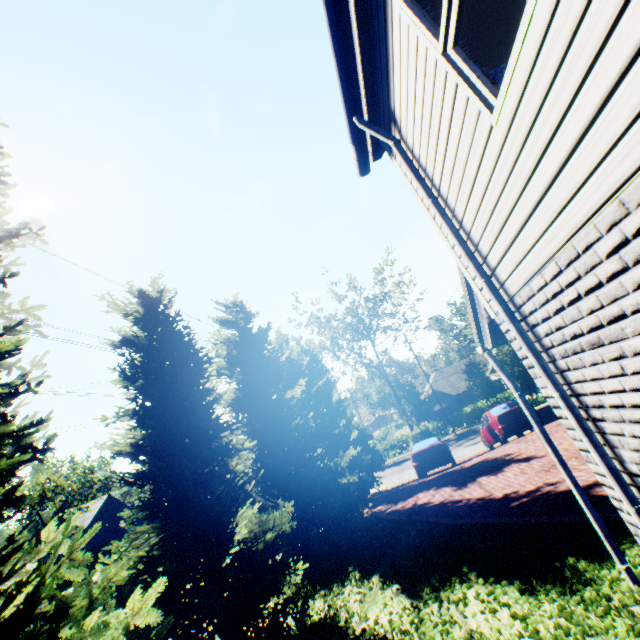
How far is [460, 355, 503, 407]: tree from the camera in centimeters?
3312cm

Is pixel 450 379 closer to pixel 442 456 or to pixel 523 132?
pixel 442 456

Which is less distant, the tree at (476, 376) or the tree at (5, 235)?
the tree at (5, 235)

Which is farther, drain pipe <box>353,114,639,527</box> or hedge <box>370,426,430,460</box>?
hedge <box>370,426,430,460</box>

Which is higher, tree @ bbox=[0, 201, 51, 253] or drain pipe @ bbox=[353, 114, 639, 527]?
tree @ bbox=[0, 201, 51, 253]

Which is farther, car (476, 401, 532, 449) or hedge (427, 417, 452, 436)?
hedge (427, 417, 452, 436)

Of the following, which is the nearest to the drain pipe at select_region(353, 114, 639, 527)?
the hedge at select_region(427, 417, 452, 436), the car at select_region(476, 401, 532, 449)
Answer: the car at select_region(476, 401, 532, 449)

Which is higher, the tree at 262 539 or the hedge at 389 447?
the tree at 262 539
